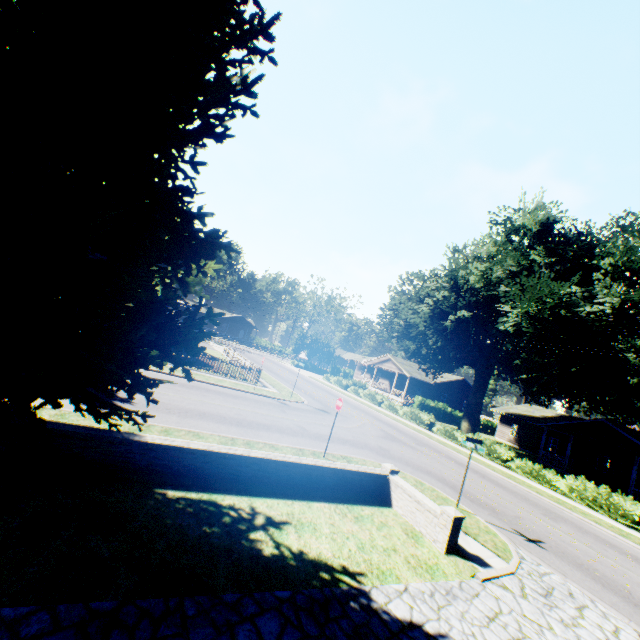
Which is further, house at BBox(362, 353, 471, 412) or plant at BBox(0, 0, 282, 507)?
house at BBox(362, 353, 471, 412)

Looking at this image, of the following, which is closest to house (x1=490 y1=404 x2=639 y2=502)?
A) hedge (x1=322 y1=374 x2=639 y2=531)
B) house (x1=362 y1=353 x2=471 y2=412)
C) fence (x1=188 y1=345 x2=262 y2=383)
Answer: house (x1=362 y1=353 x2=471 y2=412)

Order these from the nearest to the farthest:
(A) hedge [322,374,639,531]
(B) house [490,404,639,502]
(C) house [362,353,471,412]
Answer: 1. (A) hedge [322,374,639,531]
2. (B) house [490,404,639,502]
3. (C) house [362,353,471,412]

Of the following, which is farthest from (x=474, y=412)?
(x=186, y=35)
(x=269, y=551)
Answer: (x=186, y=35)

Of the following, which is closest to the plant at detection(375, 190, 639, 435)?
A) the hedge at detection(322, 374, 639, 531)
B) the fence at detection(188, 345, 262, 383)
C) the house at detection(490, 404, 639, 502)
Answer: the fence at detection(188, 345, 262, 383)

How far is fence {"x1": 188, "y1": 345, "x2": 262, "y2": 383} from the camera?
22.54m

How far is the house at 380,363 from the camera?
45.9m

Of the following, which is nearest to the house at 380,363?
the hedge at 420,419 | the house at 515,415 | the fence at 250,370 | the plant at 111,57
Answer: the plant at 111,57
